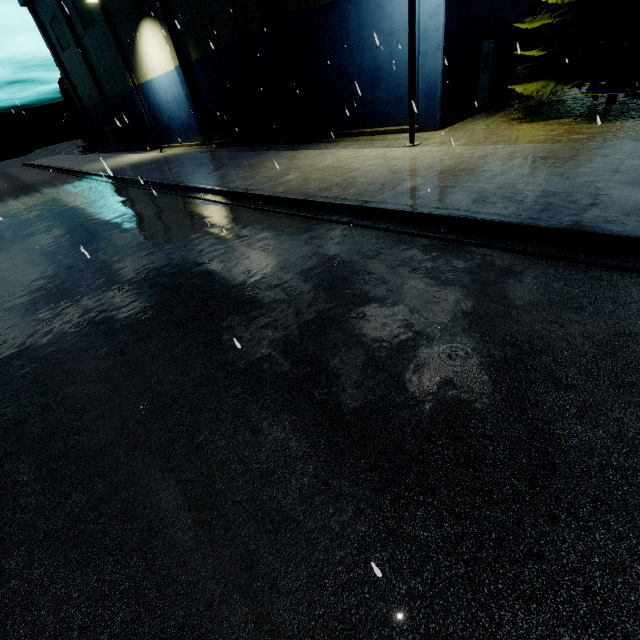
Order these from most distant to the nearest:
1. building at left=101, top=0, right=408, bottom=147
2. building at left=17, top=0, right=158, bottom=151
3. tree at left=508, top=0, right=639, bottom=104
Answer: building at left=17, top=0, right=158, bottom=151 < building at left=101, top=0, right=408, bottom=147 < tree at left=508, top=0, right=639, bottom=104

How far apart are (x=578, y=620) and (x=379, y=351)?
2.4 meters

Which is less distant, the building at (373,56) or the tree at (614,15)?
the tree at (614,15)

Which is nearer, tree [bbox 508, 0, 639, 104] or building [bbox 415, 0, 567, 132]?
tree [bbox 508, 0, 639, 104]

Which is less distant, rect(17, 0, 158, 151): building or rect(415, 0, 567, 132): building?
rect(415, 0, 567, 132): building

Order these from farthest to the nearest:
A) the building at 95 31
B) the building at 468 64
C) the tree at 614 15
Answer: the building at 95 31 < the building at 468 64 < the tree at 614 15
